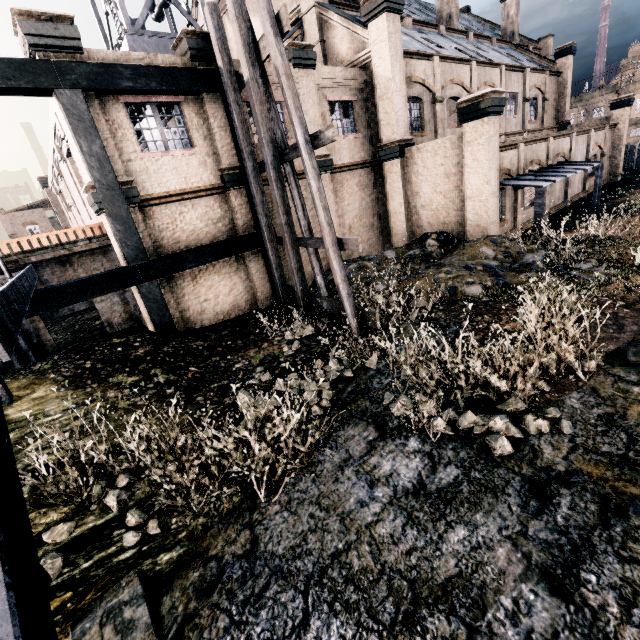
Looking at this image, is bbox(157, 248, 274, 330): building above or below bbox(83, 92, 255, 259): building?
below

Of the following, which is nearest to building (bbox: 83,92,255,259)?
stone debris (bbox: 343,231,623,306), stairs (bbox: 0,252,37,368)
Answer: stone debris (bbox: 343,231,623,306)

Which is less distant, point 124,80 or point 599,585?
point 599,585

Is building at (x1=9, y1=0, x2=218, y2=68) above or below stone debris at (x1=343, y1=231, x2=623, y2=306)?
above

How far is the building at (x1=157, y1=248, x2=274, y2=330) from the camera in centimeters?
1309cm

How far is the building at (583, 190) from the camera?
21.0 meters

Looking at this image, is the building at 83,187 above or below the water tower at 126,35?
below
